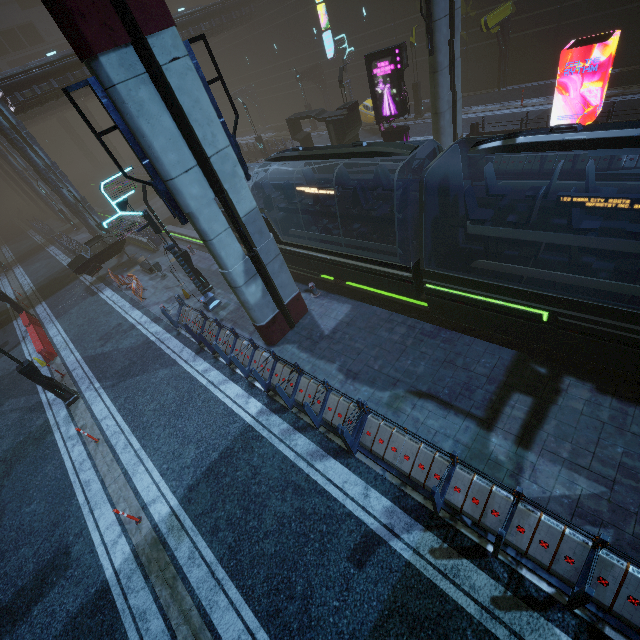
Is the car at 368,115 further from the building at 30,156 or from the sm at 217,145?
the sm at 217,145

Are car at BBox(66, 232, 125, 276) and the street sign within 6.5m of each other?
no

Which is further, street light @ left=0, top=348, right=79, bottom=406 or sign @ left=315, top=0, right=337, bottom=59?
sign @ left=315, top=0, right=337, bottom=59

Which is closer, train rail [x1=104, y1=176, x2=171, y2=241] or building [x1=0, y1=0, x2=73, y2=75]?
train rail [x1=104, y1=176, x2=171, y2=241]

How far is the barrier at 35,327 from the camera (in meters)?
16.68

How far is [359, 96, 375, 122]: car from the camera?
25.57m

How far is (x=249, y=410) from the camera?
10.6 meters

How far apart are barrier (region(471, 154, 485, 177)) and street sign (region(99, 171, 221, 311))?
14.60m
